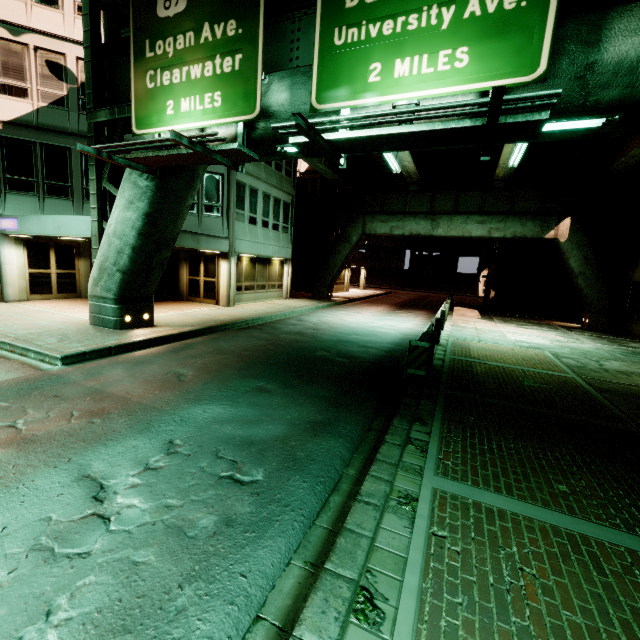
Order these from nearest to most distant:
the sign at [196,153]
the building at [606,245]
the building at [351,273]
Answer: the sign at [196,153], the building at [606,245], the building at [351,273]

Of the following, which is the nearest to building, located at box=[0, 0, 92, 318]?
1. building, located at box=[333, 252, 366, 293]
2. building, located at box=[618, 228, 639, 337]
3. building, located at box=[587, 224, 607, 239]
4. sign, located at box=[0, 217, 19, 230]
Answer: sign, located at box=[0, 217, 19, 230]

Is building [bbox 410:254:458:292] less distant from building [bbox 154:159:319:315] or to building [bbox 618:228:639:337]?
building [bbox 618:228:639:337]

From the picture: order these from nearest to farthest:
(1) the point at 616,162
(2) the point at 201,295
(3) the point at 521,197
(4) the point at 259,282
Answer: (1) the point at 616,162 → (2) the point at 201,295 → (4) the point at 259,282 → (3) the point at 521,197

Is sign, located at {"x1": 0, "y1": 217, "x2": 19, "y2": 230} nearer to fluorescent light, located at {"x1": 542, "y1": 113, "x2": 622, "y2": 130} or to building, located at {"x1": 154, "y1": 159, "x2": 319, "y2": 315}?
building, located at {"x1": 154, "y1": 159, "x2": 319, "y2": 315}

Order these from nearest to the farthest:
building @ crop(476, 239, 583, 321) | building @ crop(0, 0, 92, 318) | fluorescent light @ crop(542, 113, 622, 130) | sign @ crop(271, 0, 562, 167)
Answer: sign @ crop(271, 0, 562, 167) < fluorescent light @ crop(542, 113, 622, 130) < building @ crop(0, 0, 92, 318) < building @ crop(476, 239, 583, 321)

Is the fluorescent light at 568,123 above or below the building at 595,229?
below

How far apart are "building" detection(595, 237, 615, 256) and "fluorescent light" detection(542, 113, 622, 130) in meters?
20.9 m
